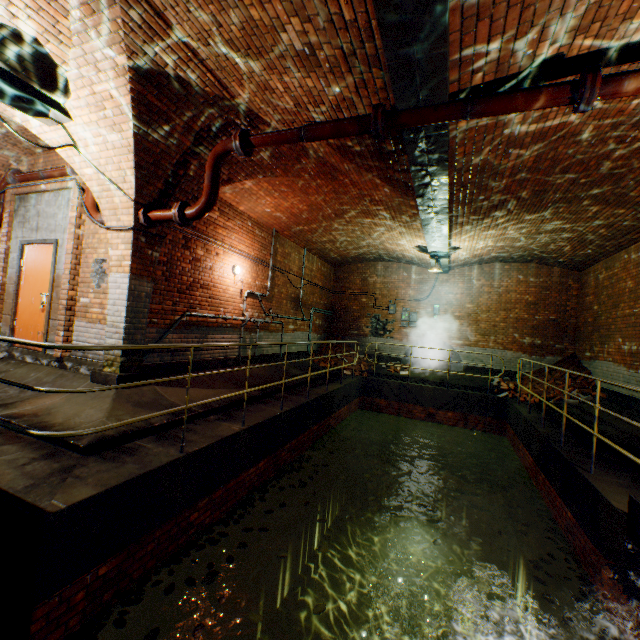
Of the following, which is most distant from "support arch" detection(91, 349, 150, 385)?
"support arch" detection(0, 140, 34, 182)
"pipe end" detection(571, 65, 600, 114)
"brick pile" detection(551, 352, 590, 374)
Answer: "brick pile" detection(551, 352, 590, 374)

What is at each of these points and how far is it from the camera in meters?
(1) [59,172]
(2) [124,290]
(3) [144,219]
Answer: (1) pipe, 6.2 m
(2) support arch, 5.3 m
(3) pipe end, 5.2 m

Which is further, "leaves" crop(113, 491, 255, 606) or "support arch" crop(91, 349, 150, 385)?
"support arch" crop(91, 349, 150, 385)

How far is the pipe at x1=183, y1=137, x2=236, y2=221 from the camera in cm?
472

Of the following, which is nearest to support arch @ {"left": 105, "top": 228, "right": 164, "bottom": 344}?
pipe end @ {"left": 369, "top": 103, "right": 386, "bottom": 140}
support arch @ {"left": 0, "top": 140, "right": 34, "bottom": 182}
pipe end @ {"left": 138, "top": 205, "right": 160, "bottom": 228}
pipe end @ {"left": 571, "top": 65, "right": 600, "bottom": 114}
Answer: pipe end @ {"left": 138, "top": 205, "right": 160, "bottom": 228}

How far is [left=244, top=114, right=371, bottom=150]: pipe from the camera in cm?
396

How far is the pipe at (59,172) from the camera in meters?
6.2 m

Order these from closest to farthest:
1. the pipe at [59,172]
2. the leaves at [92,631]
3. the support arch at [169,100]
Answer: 1. the leaves at [92,631]
2. the support arch at [169,100]
3. the pipe at [59,172]
